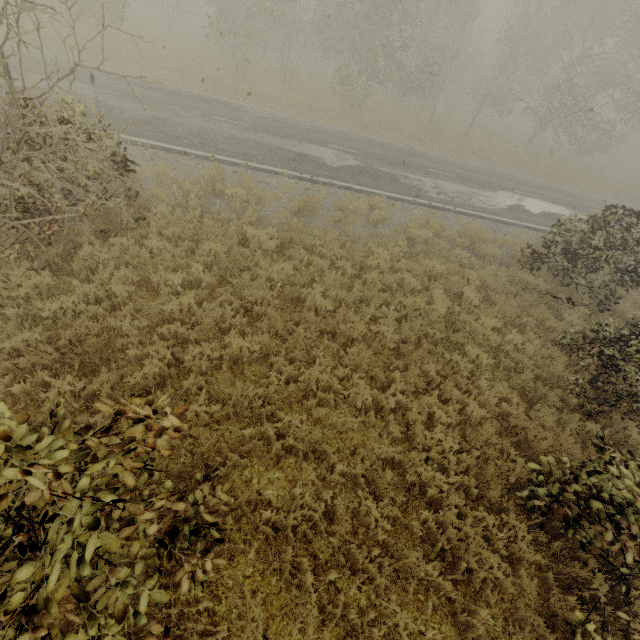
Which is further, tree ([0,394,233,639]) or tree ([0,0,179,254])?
tree ([0,0,179,254])

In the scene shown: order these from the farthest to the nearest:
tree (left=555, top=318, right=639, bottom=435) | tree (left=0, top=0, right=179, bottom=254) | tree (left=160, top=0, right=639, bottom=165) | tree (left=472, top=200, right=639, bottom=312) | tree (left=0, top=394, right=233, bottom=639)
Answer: tree (left=160, top=0, right=639, bottom=165), tree (left=472, top=200, right=639, bottom=312), tree (left=555, top=318, right=639, bottom=435), tree (left=0, top=0, right=179, bottom=254), tree (left=0, top=394, right=233, bottom=639)

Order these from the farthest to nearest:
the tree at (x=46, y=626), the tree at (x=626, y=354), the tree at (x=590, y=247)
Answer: the tree at (x=590, y=247)
the tree at (x=626, y=354)
the tree at (x=46, y=626)

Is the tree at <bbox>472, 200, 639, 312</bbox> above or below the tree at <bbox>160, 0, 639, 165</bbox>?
below

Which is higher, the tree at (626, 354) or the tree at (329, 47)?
the tree at (329, 47)

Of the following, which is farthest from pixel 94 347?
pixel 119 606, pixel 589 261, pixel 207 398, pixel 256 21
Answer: pixel 256 21
